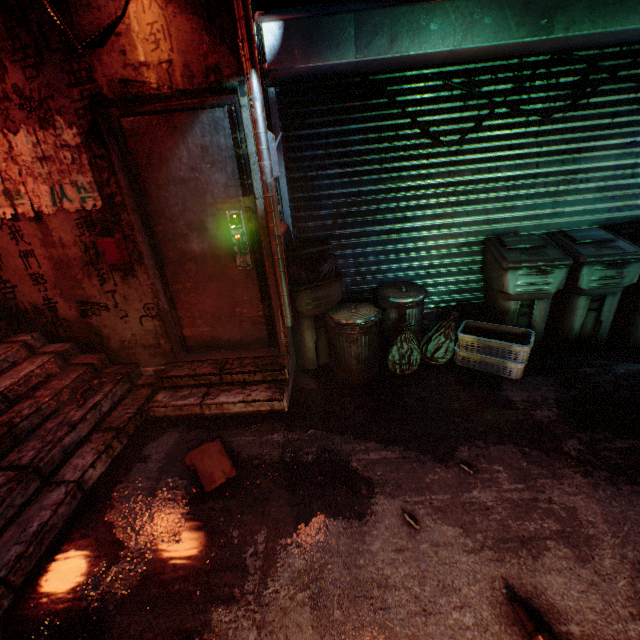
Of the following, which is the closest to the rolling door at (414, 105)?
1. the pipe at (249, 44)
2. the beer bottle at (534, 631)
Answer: the pipe at (249, 44)

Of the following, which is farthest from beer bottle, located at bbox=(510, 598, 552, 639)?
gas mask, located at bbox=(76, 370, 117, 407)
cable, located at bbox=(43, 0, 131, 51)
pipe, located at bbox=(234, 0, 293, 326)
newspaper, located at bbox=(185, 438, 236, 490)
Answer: cable, located at bbox=(43, 0, 131, 51)

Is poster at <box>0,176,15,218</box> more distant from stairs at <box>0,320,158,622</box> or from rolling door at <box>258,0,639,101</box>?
rolling door at <box>258,0,639,101</box>

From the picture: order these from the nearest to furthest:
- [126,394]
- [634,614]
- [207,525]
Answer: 1. [634,614]
2. [207,525]
3. [126,394]

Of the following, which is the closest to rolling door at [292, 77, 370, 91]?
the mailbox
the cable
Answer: the cable

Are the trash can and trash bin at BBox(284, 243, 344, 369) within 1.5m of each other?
yes

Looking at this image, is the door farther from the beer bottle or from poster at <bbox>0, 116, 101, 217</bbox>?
the beer bottle

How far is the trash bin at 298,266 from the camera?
2.8 meters
